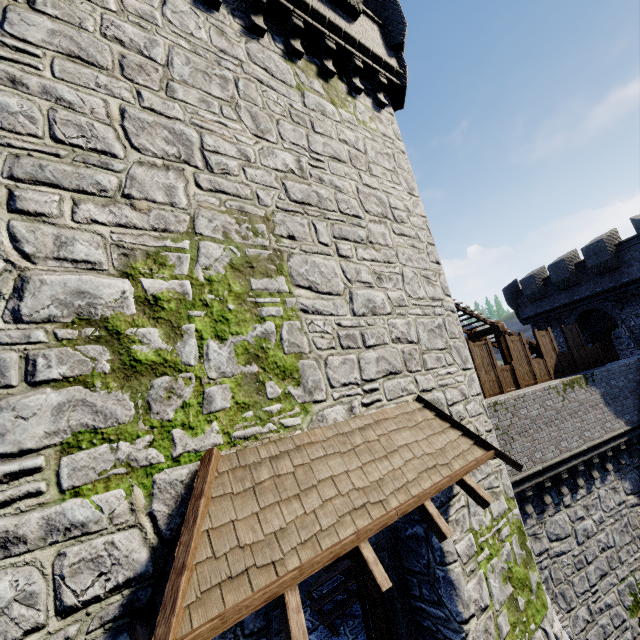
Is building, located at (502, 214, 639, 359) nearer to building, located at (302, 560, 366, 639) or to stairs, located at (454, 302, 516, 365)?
stairs, located at (454, 302, 516, 365)

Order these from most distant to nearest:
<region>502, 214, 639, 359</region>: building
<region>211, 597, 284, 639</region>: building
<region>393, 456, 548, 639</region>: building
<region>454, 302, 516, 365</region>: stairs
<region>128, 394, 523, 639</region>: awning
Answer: <region>502, 214, 639, 359</region>: building < <region>454, 302, 516, 365</region>: stairs < <region>393, 456, 548, 639</region>: building < <region>211, 597, 284, 639</region>: building < <region>128, 394, 523, 639</region>: awning

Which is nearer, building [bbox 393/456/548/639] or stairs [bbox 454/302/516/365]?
building [bbox 393/456/548/639]

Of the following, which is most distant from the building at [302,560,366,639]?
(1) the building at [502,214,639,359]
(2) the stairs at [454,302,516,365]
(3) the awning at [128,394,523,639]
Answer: (1) the building at [502,214,639,359]

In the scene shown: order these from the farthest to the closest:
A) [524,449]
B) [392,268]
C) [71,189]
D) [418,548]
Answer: [524,449]
[392,268]
[418,548]
[71,189]

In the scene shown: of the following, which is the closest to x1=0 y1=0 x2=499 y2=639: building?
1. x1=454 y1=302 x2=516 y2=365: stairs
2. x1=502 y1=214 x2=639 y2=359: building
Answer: x1=454 y1=302 x2=516 y2=365: stairs

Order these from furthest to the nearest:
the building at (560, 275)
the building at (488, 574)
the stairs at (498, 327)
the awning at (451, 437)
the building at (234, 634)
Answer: the building at (560, 275)
the stairs at (498, 327)
the building at (488, 574)
the building at (234, 634)
the awning at (451, 437)

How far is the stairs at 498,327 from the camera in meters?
13.9
